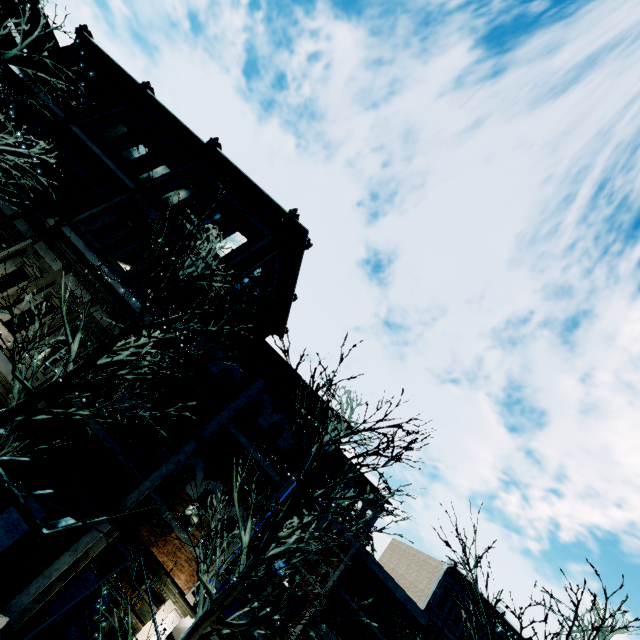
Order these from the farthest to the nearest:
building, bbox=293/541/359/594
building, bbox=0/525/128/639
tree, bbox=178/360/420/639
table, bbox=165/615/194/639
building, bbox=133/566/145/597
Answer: building, bbox=293/541/359/594 → table, bbox=165/615/194/639 → building, bbox=133/566/145/597 → building, bbox=0/525/128/639 → tree, bbox=178/360/420/639

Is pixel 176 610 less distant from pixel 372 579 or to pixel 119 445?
pixel 119 445

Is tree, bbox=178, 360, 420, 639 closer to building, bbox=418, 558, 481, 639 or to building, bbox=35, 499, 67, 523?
building, bbox=35, 499, 67, 523

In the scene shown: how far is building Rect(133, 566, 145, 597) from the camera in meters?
8.5 m

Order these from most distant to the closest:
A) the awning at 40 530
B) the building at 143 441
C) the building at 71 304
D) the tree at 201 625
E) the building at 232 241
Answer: the building at 232 241, the building at 71 304, the building at 143 441, the awning at 40 530, the tree at 201 625

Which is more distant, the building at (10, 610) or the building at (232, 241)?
the building at (232, 241)

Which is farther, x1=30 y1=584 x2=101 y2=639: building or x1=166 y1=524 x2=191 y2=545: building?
x1=166 y1=524 x2=191 y2=545: building
